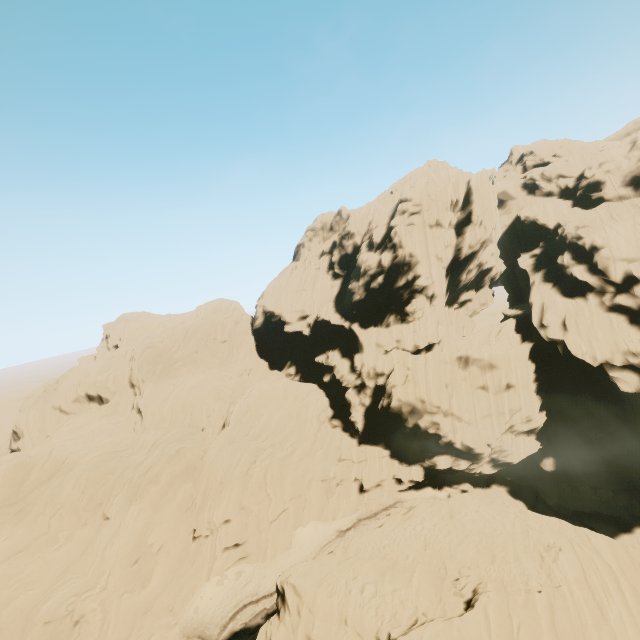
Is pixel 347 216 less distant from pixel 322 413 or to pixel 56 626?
pixel 322 413
